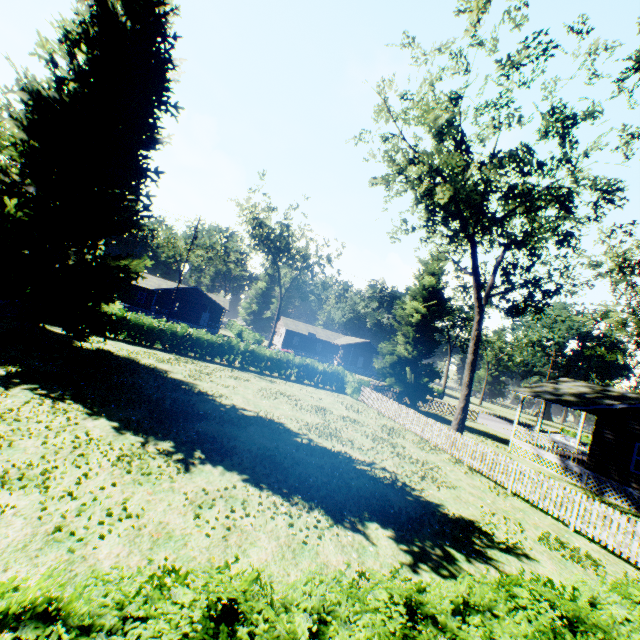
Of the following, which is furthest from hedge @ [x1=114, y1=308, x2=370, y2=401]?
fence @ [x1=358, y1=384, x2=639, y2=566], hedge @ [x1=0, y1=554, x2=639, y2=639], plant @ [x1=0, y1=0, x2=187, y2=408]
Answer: fence @ [x1=358, y1=384, x2=639, y2=566]

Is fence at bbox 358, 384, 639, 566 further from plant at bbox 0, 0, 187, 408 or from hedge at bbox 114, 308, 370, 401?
hedge at bbox 114, 308, 370, 401

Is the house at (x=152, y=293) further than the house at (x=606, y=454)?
Yes

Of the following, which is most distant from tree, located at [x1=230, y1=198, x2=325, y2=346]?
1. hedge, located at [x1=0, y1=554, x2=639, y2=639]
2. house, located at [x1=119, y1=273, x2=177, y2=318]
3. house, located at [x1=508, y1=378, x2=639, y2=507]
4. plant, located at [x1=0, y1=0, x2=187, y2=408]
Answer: hedge, located at [x1=0, y1=554, x2=639, y2=639]

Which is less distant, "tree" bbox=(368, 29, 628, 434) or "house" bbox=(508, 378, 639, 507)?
"tree" bbox=(368, 29, 628, 434)

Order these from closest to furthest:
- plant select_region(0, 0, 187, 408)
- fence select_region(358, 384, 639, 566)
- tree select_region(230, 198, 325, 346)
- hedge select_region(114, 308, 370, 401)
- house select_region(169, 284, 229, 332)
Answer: fence select_region(358, 384, 639, 566) → plant select_region(0, 0, 187, 408) → hedge select_region(114, 308, 370, 401) → tree select_region(230, 198, 325, 346) → house select_region(169, 284, 229, 332)

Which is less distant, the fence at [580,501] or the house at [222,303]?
the fence at [580,501]

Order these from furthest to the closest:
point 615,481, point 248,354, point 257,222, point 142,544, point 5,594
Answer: point 257,222 < point 248,354 < point 615,481 < point 142,544 < point 5,594
